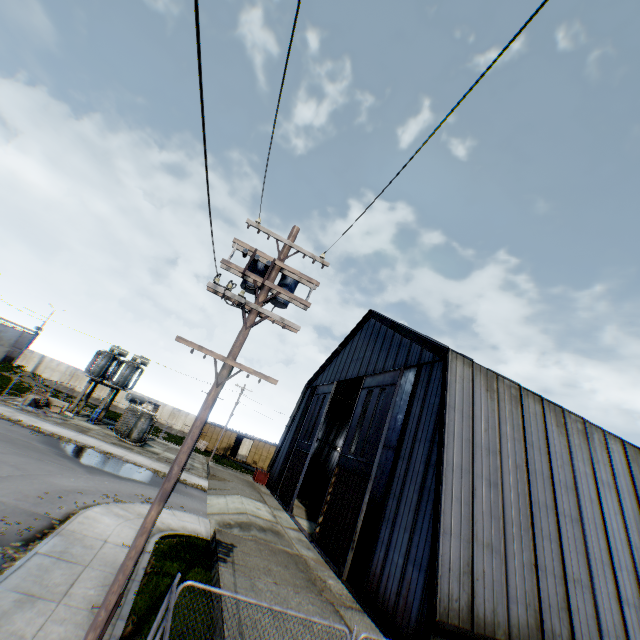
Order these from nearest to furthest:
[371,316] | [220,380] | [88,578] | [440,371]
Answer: [220,380], [88,578], [440,371], [371,316]

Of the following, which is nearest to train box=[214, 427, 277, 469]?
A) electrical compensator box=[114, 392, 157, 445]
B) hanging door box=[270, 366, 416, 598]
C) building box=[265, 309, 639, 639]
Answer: building box=[265, 309, 639, 639]

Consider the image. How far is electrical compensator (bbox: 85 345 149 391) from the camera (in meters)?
31.89

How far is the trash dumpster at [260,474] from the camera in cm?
3159

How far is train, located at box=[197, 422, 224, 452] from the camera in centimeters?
4488cm

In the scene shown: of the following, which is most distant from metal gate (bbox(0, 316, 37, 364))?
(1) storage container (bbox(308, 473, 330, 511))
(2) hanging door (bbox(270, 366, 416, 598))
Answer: (1) storage container (bbox(308, 473, 330, 511))

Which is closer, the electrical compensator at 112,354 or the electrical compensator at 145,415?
the electrical compensator at 145,415

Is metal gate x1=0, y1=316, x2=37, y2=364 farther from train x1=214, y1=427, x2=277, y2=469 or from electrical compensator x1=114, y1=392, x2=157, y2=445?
electrical compensator x1=114, y1=392, x2=157, y2=445
